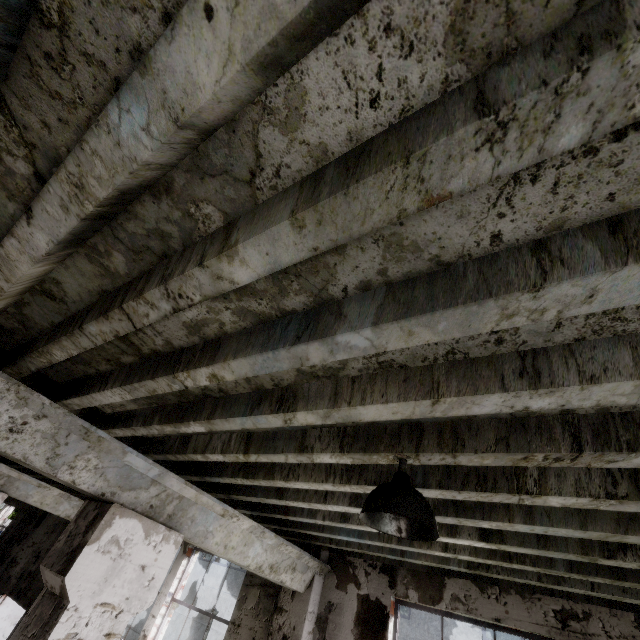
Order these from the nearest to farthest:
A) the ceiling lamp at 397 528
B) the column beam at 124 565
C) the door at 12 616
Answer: the ceiling lamp at 397 528 → the column beam at 124 565 → the door at 12 616

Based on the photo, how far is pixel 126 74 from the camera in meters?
1.0

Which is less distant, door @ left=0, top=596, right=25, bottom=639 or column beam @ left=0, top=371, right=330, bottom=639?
column beam @ left=0, top=371, right=330, bottom=639

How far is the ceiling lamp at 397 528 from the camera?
1.6m

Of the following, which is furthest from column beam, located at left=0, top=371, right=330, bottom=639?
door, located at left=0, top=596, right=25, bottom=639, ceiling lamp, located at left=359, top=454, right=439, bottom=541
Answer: door, located at left=0, top=596, right=25, bottom=639

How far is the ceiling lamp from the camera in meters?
1.6

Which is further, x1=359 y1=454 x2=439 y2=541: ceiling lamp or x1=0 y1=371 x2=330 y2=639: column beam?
x1=0 y1=371 x2=330 y2=639: column beam

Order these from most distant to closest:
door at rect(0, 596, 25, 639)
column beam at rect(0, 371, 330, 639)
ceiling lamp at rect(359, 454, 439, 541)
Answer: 1. door at rect(0, 596, 25, 639)
2. column beam at rect(0, 371, 330, 639)
3. ceiling lamp at rect(359, 454, 439, 541)
